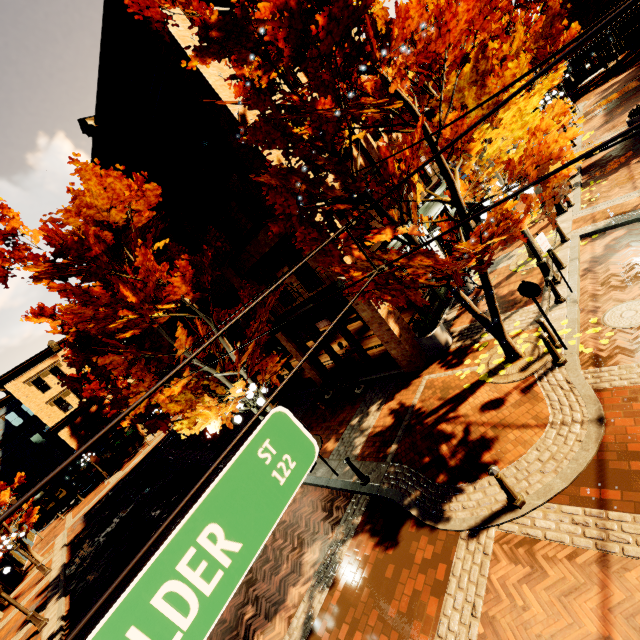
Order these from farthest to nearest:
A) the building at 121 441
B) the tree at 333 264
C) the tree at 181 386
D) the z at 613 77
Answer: the building at 121 441
the z at 613 77
the tree at 181 386
the tree at 333 264

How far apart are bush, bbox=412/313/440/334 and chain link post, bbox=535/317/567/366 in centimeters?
362cm

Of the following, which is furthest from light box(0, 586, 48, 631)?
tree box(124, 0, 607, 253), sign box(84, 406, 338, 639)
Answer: sign box(84, 406, 338, 639)

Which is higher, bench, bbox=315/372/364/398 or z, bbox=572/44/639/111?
bench, bbox=315/372/364/398

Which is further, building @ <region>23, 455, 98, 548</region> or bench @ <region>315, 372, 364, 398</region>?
building @ <region>23, 455, 98, 548</region>

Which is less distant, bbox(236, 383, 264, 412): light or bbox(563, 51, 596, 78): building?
bbox(236, 383, 264, 412): light

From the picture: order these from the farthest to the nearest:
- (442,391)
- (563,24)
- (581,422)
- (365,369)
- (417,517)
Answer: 1. (563,24)
2. (365,369)
3. (442,391)
4. (417,517)
5. (581,422)

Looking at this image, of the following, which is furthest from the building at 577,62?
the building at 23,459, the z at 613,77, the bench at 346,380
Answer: the bench at 346,380
